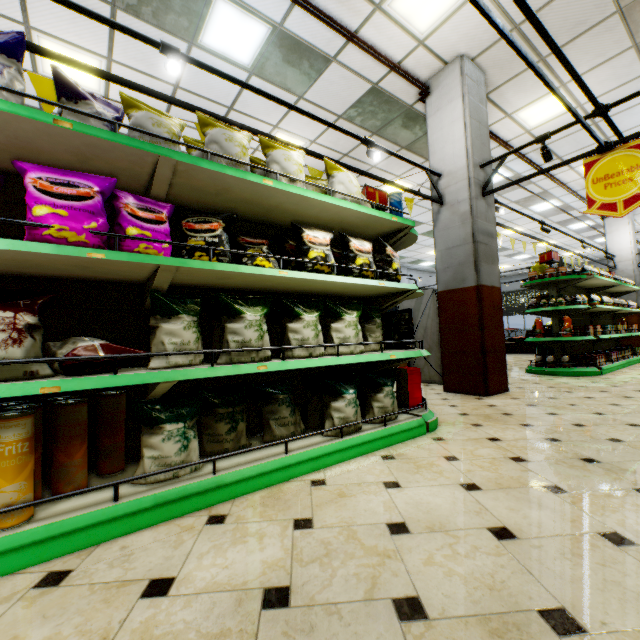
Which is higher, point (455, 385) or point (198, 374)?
point (198, 374)

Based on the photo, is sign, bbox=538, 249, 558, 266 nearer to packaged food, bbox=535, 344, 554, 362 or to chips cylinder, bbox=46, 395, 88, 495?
packaged food, bbox=535, 344, 554, 362

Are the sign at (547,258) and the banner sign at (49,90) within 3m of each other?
no

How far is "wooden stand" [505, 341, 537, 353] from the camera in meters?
12.4 m

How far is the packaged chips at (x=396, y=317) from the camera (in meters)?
3.24

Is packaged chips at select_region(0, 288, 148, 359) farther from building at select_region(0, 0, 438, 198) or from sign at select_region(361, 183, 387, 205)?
sign at select_region(361, 183, 387, 205)

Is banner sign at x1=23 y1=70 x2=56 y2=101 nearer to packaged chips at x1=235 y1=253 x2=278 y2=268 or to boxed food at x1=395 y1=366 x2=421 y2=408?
packaged chips at x1=235 y1=253 x2=278 y2=268

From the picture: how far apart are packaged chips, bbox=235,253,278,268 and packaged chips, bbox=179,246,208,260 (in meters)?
0.16
